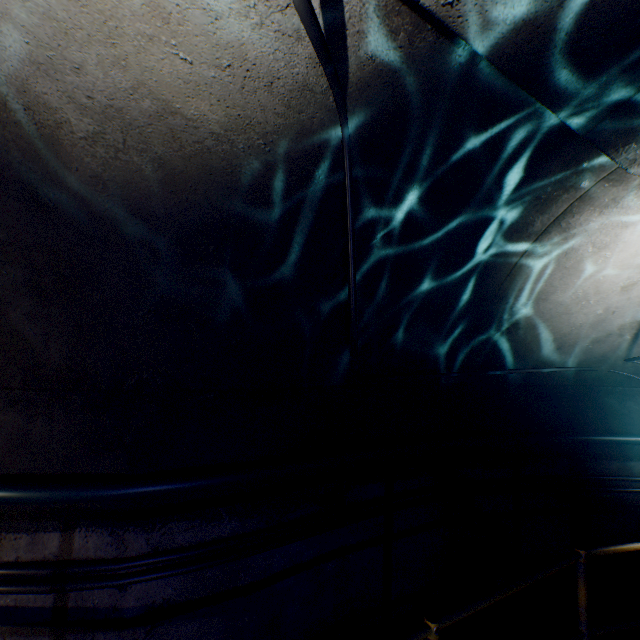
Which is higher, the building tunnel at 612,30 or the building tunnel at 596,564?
the building tunnel at 612,30

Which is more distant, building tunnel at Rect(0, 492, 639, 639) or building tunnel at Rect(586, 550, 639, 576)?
building tunnel at Rect(586, 550, 639, 576)

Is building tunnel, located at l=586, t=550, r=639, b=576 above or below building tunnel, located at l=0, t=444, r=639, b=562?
below

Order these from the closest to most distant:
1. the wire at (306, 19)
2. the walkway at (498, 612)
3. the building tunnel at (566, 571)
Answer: the wire at (306, 19)
the walkway at (498, 612)
the building tunnel at (566, 571)

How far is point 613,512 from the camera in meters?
3.9 m

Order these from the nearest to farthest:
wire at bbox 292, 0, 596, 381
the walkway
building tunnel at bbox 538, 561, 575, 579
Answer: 1. wire at bbox 292, 0, 596, 381
2. the walkway
3. building tunnel at bbox 538, 561, 575, 579

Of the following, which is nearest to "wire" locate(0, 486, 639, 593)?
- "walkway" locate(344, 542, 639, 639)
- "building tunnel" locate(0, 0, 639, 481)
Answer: "building tunnel" locate(0, 0, 639, 481)

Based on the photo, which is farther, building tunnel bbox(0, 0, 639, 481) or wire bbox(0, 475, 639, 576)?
wire bbox(0, 475, 639, 576)
